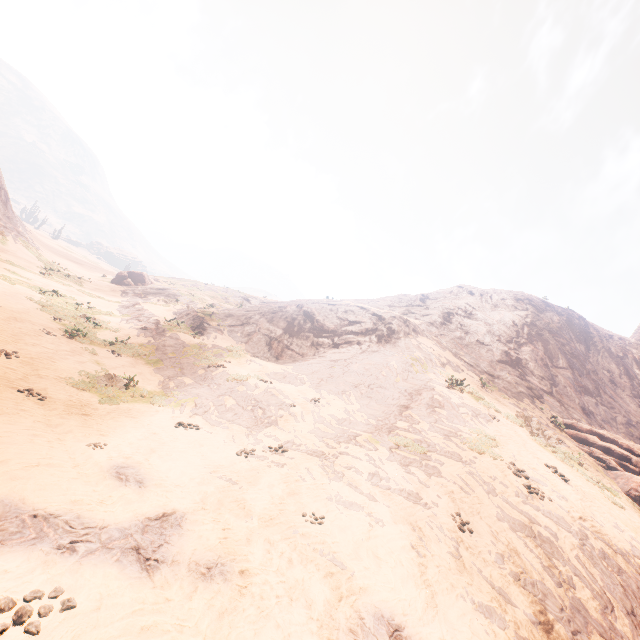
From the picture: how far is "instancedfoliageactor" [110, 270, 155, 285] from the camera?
38.5m

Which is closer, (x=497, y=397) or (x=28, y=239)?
(x=497, y=397)

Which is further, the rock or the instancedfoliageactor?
the instancedfoliageactor

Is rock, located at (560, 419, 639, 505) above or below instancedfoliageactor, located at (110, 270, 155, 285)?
above

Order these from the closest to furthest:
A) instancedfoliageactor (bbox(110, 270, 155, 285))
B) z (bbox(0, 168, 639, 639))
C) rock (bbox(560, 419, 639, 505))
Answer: z (bbox(0, 168, 639, 639))
rock (bbox(560, 419, 639, 505))
instancedfoliageactor (bbox(110, 270, 155, 285))

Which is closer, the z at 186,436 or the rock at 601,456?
the z at 186,436

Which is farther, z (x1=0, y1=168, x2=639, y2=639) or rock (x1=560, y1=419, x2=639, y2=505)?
rock (x1=560, y1=419, x2=639, y2=505)

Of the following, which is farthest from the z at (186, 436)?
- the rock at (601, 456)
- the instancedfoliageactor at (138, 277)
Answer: the rock at (601, 456)
